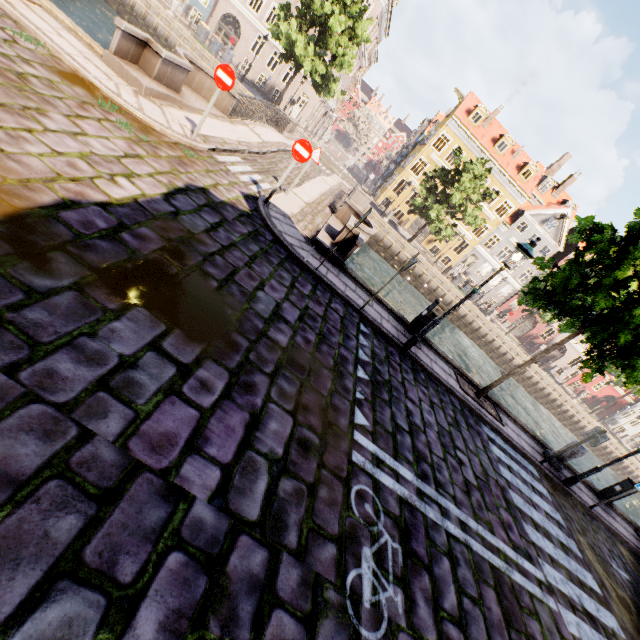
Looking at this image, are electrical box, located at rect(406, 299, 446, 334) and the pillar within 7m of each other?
yes

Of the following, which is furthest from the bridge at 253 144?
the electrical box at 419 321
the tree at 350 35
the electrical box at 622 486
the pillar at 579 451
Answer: the electrical box at 622 486

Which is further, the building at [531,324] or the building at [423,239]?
the building at [531,324]

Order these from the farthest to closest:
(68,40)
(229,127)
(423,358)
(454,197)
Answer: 1. (454,197)
2. (229,127)
3. (423,358)
4. (68,40)

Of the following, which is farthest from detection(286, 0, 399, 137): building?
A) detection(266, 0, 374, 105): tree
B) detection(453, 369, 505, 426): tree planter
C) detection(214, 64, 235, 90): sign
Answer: detection(214, 64, 235, 90): sign

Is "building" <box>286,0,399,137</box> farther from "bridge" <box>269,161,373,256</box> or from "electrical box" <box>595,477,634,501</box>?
"electrical box" <box>595,477,634,501</box>

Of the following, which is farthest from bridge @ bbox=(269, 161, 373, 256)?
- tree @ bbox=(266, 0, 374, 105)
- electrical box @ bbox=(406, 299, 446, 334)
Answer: electrical box @ bbox=(406, 299, 446, 334)

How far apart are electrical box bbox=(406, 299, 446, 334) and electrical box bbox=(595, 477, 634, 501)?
9.68m
